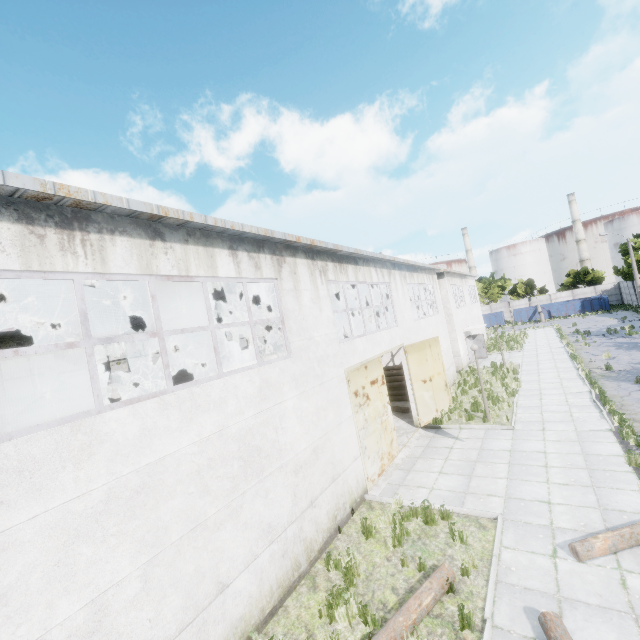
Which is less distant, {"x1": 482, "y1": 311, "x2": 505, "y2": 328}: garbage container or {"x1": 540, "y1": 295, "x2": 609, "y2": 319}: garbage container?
{"x1": 540, "y1": 295, "x2": 609, "y2": 319}: garbage container

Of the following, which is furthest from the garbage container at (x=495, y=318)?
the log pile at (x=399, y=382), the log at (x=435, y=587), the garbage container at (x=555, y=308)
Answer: the log at (x=435, y=587)

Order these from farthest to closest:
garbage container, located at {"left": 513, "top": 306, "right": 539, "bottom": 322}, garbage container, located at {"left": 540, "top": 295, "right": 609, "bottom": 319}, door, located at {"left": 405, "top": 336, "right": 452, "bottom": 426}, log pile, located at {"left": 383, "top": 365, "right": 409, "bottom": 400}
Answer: garbage container, located at {"left": 513, "top": 306, "right": 539, "bottom": 322}
garbage container, located at {"left": 540, "top": 295, "right": 609, "bottom": 319}
log pile, located at {"left": 383, "top": 365, "right": 409, "bottom": 400}
door, located at {"left": 405, "top": 336, "right": 452, "bottom": 426}

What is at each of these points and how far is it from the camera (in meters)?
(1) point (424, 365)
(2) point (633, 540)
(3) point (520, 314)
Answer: (1) door, 15.54
(2) log, 6.36
(3) garbage container, 51.31

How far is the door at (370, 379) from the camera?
10.5m

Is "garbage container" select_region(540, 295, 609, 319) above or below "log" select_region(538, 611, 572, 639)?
above

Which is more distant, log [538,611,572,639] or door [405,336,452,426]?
door [405,336,452,426]
